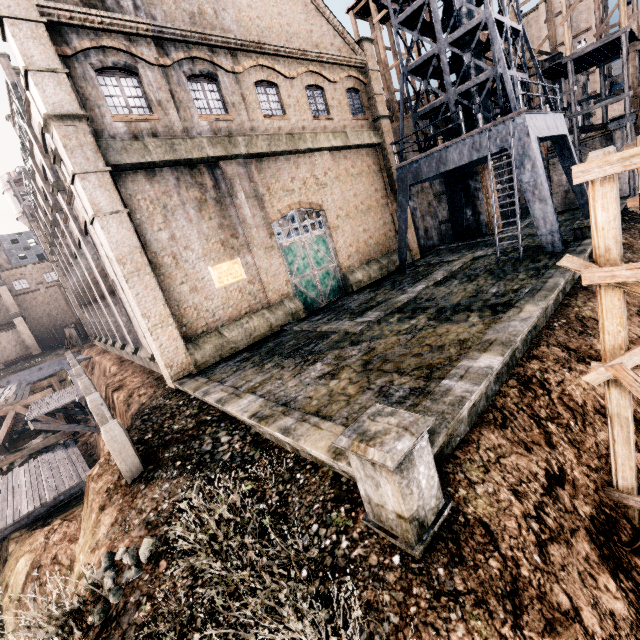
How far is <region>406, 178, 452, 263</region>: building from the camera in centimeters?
2581cm

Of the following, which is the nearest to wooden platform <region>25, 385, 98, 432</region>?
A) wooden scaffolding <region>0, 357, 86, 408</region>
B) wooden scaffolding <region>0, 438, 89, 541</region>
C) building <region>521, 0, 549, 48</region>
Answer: wooden scaffolding <region>0, 357, 86, 408</region>

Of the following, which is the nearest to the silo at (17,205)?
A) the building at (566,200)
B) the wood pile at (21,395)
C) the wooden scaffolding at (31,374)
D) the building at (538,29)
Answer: the wooden scaffolding at (31,374)

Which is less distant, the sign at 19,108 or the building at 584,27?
the sign at 19,108

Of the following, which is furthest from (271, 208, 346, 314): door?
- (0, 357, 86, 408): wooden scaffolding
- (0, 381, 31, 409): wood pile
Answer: (0, 381, 31, 409): wood pile

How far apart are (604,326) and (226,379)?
11.32m

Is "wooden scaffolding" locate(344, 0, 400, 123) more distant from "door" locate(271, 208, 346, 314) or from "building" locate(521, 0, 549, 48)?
"building" locate(521, 0, 549, 48)

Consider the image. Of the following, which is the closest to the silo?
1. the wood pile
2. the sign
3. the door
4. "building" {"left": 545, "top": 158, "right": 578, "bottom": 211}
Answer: the wood pile
